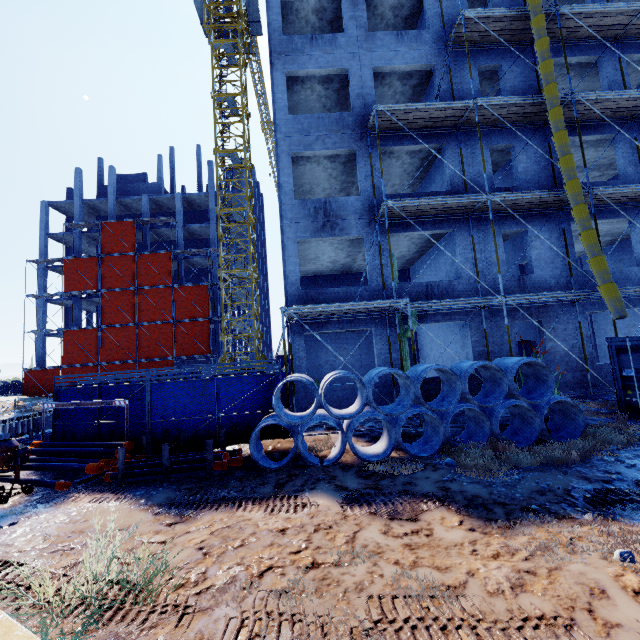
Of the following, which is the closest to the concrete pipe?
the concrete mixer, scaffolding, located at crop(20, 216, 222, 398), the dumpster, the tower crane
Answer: the concrete mixer

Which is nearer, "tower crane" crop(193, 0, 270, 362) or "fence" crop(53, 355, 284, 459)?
"fence" crop(53, 355, 284, 459)

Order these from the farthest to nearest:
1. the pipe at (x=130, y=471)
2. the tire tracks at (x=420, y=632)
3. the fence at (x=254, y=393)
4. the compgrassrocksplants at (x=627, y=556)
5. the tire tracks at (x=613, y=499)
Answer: the fence at (x=254, y=393) < the pipe at (x=130, y=471) < the tire tracks at (x=613, y=499) < the compgrassrocksplants at (x=627, y=556) < the tire tracks at (x=420, y=632)

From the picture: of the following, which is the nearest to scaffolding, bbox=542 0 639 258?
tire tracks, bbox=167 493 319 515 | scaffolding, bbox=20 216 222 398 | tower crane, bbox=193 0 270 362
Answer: tire tracks, bbox=167 493 319 515

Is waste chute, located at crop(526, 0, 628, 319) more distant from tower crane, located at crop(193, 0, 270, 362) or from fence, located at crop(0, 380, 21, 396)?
fence, located at crop(0, 380, 21, 396)

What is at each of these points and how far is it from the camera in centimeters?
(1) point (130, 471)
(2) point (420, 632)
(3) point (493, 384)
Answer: (1) pipe, 781cm
(2) tire tracks, 318cm
(3) concrete pipe, 907cm

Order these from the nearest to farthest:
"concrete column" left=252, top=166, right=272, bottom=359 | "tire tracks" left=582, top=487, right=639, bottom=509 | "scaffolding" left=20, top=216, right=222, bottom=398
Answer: "tire tracks" left=582, top=487, right=639, bottom=509, "scaffolding" left=20, top=216, right=222, bottom=398, "concrete column" left=252, top=166, right=272, bottom=359

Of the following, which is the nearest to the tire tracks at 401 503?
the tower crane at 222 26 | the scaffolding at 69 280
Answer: the scaffolding at 69 280
